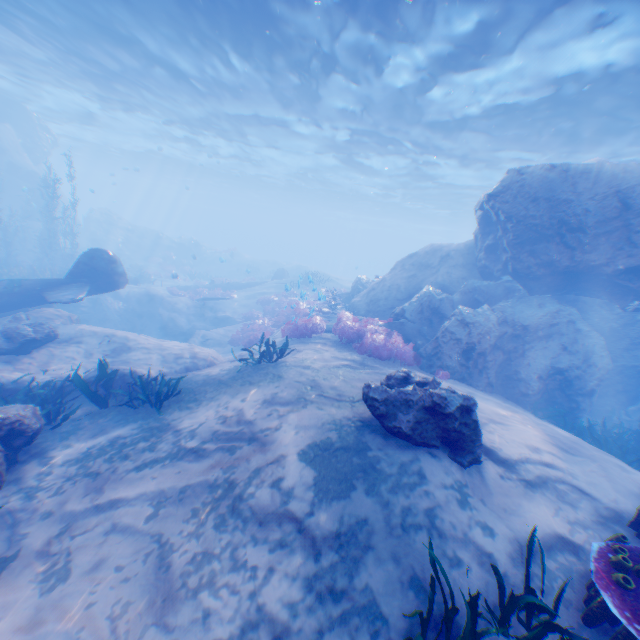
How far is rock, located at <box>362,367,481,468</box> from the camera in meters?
5.2 m

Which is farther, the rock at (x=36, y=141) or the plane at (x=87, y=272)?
the rock at (x=36, y=141)

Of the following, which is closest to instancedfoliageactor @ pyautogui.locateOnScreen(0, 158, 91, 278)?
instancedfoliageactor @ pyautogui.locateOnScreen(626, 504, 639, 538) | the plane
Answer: the plane

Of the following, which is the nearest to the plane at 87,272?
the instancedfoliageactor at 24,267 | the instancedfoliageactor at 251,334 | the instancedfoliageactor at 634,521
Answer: the instancedfoliageactor at 24,267

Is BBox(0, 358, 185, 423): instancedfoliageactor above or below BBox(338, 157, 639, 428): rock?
below

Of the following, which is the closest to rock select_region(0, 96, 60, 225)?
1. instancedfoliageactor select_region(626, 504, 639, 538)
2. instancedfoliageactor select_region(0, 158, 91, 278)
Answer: Result: instancedfoliageactor select_region(0, 158, 91, 278)

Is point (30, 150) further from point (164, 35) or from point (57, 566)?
point (57, 566)

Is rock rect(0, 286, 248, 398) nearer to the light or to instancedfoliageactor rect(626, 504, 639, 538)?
the light
